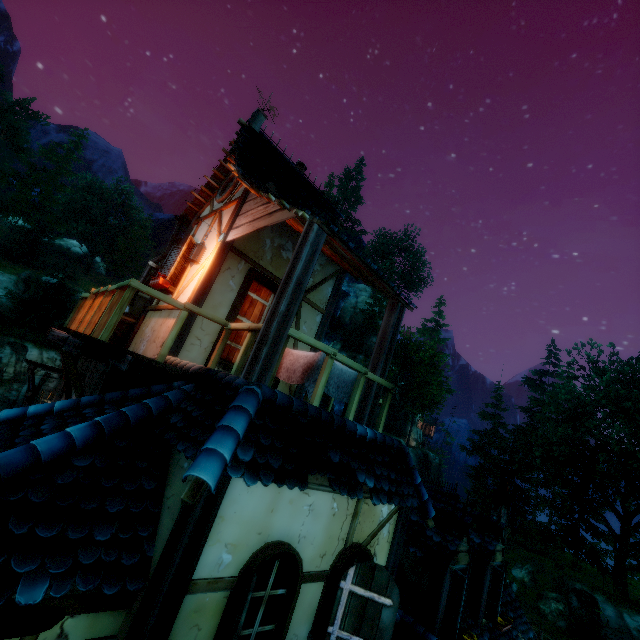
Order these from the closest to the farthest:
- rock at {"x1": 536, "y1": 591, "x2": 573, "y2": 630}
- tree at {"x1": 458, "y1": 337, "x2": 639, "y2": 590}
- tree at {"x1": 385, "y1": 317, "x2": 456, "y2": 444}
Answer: rock at {"x1": 536, "y1": 591, "x2": 573, "y2": 630} → tree at {"x1": 458, "y1": 337, "x2": 639, "y2": 590} → tree at {"x1": 385, "y1": 317, "x2": 456, "y2": 444}

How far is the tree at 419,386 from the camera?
39.3 meters

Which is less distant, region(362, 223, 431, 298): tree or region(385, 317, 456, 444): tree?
region(385, 317, 456, 444): tree

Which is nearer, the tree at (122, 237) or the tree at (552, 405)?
the tree at (552, 405)

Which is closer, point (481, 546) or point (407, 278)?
point (481, 546)

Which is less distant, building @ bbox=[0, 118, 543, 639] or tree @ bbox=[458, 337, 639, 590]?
building @ bbox=[0, 118, 543, 639]

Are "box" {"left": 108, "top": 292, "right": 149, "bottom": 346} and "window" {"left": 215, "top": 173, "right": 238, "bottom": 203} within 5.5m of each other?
yes

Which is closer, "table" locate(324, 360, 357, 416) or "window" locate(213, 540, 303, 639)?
"window" locate(213, 540, 303, 639)
